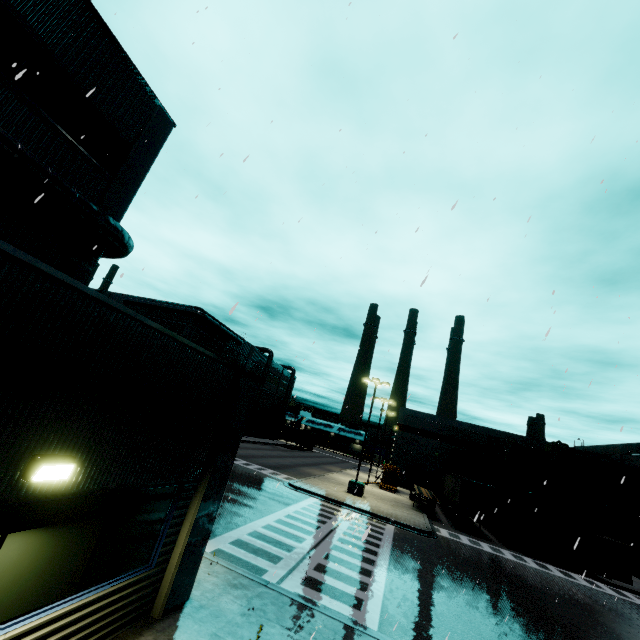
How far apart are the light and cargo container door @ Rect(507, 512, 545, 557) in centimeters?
3087cm

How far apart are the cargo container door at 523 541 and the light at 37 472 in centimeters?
3087cm

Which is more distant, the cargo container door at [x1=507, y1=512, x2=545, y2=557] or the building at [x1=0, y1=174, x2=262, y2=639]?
the cargo container door at [x1=507, y1=512, x2=545, y2=557]

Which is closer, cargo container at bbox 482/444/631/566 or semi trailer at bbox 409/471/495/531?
cargo container at bbox 482/444/631/566

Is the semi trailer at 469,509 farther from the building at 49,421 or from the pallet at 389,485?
the pallet at 389,485

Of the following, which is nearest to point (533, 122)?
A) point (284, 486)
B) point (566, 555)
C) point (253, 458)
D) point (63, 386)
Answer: point (63, 386)

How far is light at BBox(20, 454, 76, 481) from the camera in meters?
3.7

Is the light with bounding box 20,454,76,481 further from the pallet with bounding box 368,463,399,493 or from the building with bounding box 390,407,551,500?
the pallet with bounding box 368,463,399,493
